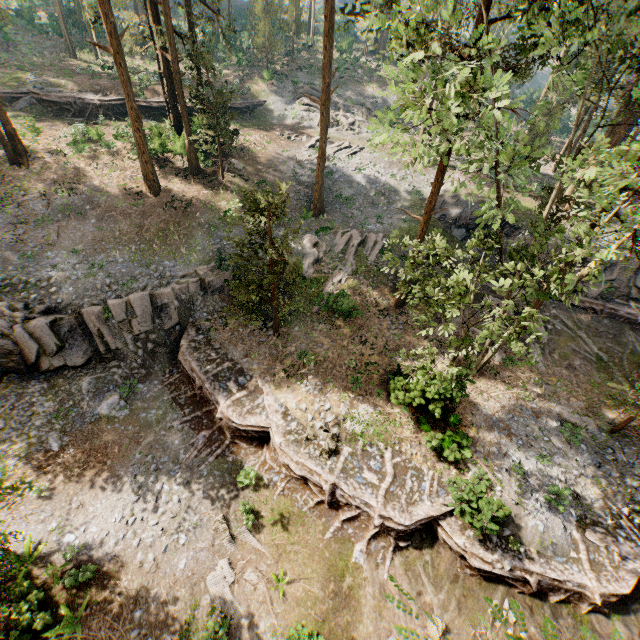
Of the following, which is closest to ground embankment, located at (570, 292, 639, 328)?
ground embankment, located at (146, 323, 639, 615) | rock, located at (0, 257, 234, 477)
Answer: ground embankment, located at (146, 323, 639, 615)

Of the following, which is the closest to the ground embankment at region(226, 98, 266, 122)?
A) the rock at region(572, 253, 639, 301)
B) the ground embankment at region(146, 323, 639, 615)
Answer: the ground embankment at region(146, 323, 639, 615)

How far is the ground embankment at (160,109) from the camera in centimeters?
3403cm

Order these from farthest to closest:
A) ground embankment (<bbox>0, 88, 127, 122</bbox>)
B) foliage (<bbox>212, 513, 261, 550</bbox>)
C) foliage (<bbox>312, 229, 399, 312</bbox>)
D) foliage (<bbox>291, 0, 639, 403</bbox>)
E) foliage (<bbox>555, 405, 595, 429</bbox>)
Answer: ground embankment (<bbox>0, 88, 127, 122</bbox>), foliage (<bbox>312, 229, 399, 312</bbox>), foliage (<bbox>555, 405, 595, 429</bbox>), foliage (<bbox>212, 513, 261, 550</bbox>), foliage (<bbox>291, 0, 639, 403</bbox>)

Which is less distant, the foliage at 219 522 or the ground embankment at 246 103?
the foliage at 219 522

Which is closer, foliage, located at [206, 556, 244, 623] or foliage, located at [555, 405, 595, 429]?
foliage, located at [206, 556, 244, 623]

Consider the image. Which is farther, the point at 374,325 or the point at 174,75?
the point at 174,75

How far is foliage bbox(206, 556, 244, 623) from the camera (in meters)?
12.33
